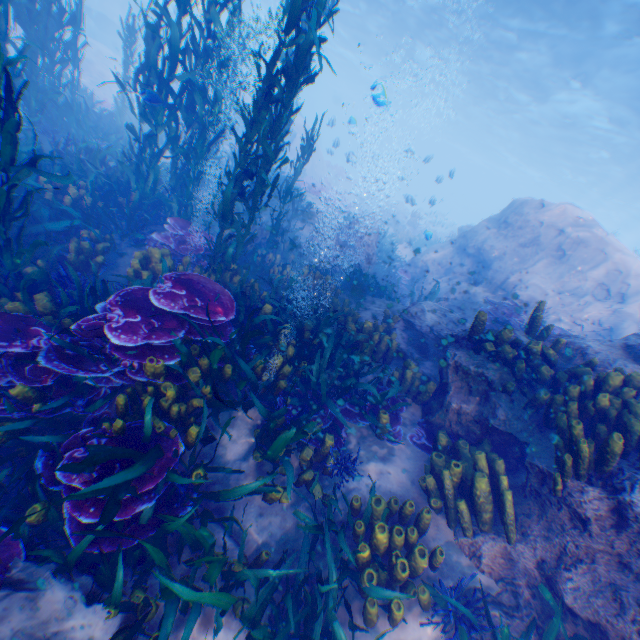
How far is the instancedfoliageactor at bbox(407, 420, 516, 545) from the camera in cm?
368

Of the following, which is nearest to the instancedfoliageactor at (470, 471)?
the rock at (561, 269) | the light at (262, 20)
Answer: the rock at (561, 269)

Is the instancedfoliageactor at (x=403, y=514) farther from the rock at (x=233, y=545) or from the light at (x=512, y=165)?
the light at (x=512, y=165)

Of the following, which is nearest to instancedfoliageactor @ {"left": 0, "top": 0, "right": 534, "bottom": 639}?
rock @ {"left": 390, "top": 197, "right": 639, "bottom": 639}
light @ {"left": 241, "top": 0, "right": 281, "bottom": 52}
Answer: rock @ {"left": 390, "top": 197, "right": 639, "bottom": 639}

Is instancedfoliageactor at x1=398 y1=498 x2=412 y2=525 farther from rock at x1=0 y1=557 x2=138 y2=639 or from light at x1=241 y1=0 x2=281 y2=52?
light at x1=241 y1=0 x2=281 y2=52

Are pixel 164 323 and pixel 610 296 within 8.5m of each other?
no

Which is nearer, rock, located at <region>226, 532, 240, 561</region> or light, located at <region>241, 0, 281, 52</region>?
rock, located at <region>226, 532, 240, 561</region>
